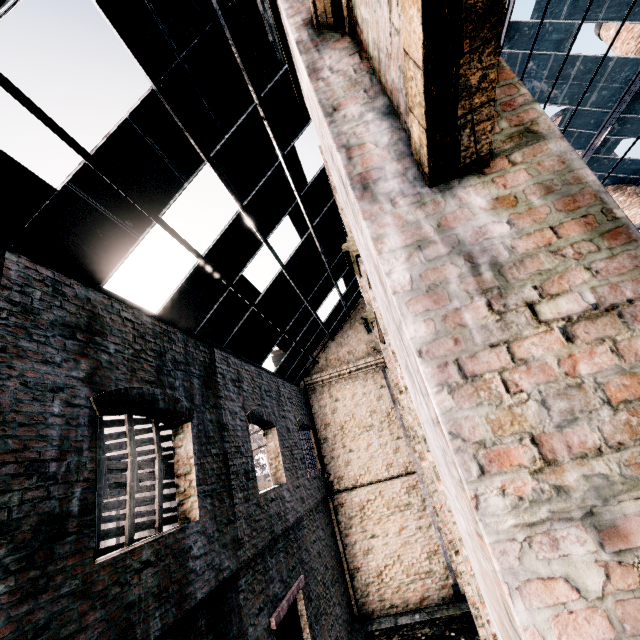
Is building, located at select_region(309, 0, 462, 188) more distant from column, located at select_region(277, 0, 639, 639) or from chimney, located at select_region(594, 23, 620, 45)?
chimney, located at select_region(594, 23, 620, 45)

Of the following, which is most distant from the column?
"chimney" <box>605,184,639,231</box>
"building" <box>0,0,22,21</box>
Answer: "chimney" <box>605,184,639,231</box>

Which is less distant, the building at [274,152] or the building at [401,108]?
the building at [401,108]

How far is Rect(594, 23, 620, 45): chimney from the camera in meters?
15.8 m

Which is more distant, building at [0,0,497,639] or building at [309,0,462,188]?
building at [0,0,497,639]

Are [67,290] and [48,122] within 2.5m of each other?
yes

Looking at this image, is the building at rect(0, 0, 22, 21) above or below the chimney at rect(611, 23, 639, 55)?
below

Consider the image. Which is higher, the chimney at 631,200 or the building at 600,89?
the building at 600,89
